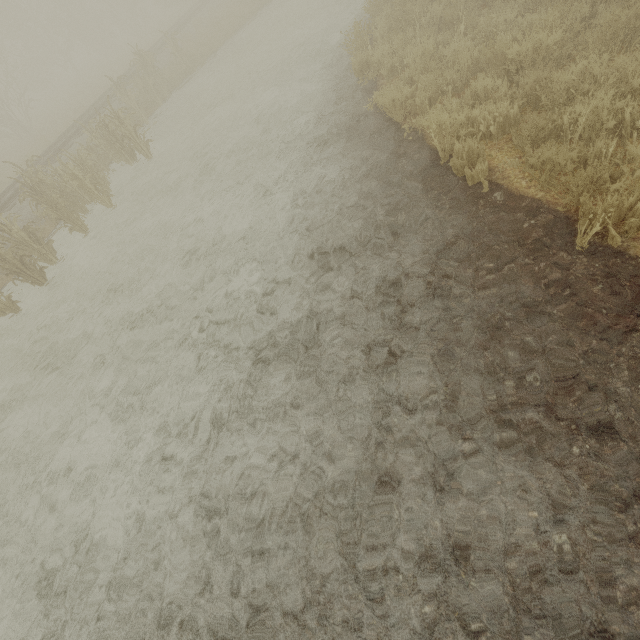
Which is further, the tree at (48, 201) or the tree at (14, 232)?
the tree at (48, 201)

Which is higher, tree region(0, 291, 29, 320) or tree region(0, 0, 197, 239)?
tree region(0, 0, 197, 239)

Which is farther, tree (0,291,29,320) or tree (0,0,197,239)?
tree (0,0,197,239)

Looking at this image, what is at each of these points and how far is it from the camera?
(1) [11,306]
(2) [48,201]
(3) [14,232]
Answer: (1) tree, 8.0 meters
(2) tree, 8.6 meters
(3) tree, 8.0 meters
